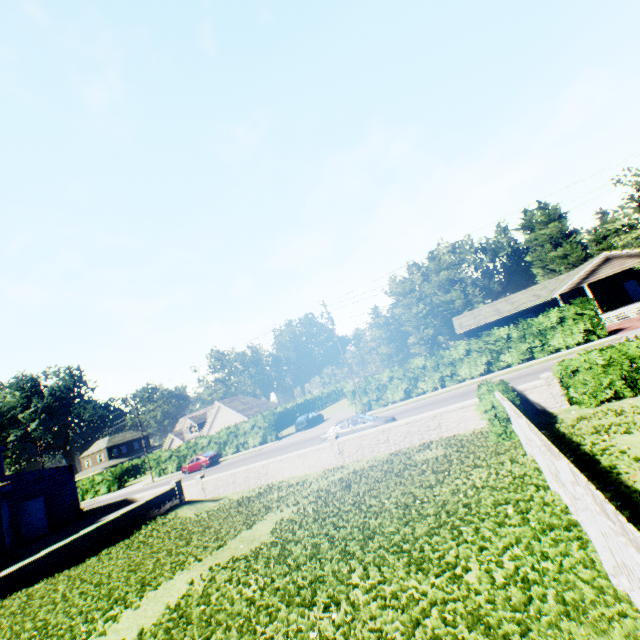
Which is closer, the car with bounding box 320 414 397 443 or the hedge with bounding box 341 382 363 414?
the car with bounding box 320 414 397 443

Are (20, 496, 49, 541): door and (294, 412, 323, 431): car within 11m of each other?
no

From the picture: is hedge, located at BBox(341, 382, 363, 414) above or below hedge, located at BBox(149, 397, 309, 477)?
above

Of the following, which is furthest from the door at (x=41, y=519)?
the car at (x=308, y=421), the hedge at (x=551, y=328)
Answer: the hedge at (x=551, y=328)

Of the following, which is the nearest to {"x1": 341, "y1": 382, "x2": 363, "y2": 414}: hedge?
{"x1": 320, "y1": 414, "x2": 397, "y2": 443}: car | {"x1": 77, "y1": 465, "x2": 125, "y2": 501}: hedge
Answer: {"x1": 320, "y1": 414, "x2": 397, "y2": 443}: car

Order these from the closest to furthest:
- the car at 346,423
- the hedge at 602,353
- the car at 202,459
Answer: the hedge at 602,353, the car at 346,423, the car at 202,459

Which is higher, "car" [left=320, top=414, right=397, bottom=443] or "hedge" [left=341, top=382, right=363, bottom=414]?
"hedge" [left=341, top=382, right=363, bottom=414]

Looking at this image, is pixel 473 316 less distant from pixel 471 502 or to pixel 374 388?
pixel 374 388
